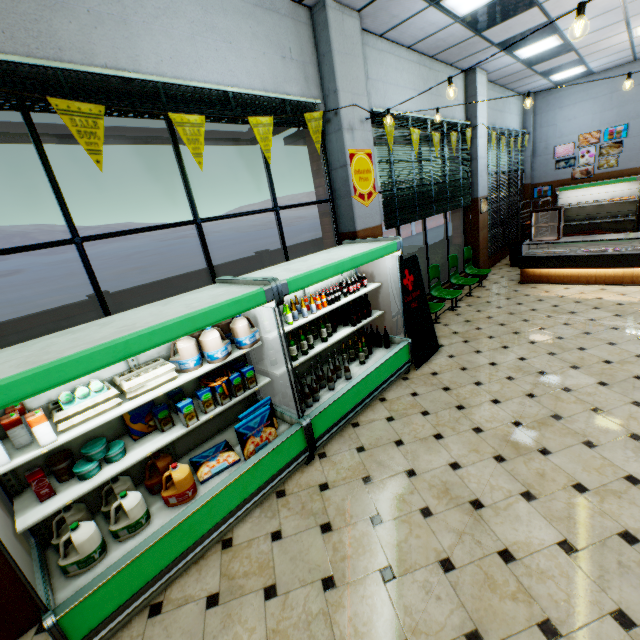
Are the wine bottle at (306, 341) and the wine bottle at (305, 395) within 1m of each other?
yes

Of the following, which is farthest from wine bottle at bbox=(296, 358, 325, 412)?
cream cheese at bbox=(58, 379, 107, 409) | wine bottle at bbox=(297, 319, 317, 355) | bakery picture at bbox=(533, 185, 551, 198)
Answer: bakery picture at bbox=(533, 185, 551, 198)

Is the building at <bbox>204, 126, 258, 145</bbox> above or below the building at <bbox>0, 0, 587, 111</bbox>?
below

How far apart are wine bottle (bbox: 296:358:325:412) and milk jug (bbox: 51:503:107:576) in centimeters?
188cm

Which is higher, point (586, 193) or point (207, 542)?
point (586, 193)

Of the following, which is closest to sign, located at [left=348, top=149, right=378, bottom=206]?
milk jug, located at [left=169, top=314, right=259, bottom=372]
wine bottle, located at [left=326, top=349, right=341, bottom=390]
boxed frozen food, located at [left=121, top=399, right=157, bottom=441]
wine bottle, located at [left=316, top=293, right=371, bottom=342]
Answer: wine bottle, located at [left=316, top=293, right=371, bottom=342]

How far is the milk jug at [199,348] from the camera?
2.83m

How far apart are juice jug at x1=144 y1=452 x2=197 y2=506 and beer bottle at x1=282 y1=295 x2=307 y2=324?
1.7 meters
